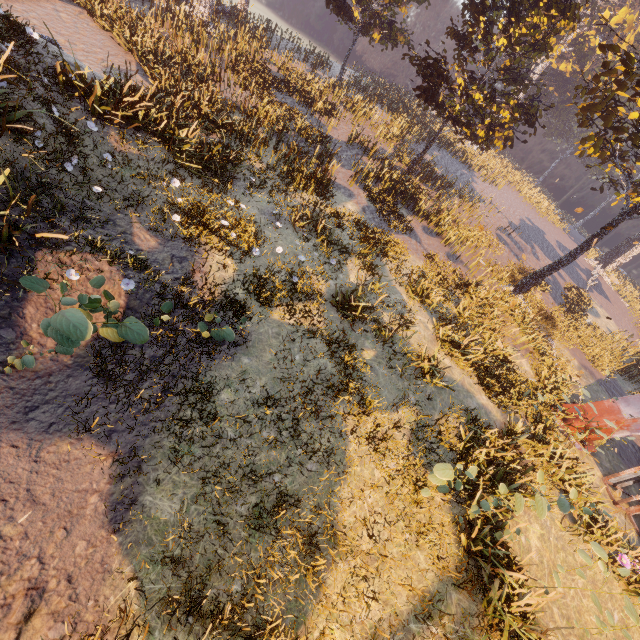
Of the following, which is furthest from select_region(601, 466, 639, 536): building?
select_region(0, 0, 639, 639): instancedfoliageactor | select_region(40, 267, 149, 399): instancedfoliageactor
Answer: select_region(40, 267, 149, 399): instancedfoliageactor

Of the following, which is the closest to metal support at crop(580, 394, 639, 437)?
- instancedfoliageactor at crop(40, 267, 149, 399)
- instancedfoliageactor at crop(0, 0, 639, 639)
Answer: instancedfoliageactor at crop(0, 0, 639, 639)

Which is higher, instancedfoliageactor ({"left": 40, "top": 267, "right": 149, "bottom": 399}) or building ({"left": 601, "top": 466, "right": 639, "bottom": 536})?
instancedfoliageactor ({"left": 40, "top": 267, "right": 149, "bottom": 399})

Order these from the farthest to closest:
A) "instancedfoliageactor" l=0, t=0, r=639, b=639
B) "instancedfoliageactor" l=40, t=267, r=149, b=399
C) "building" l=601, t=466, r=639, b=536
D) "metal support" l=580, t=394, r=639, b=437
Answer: "metal support" l=580, t=394, r=639, b=437
"building" l=601, t=466, r=639, b=536
"instancedfoliageactor" l=0, t=0, r=639, b=639
"instancedfoliageactor" l=40, t=267, r=149, b=399

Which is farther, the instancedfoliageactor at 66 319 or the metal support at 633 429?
the metal support at 633 429

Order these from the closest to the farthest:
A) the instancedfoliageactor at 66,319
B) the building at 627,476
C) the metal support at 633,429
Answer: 1. the instancedfoliageactor at 66,319
2. the building at 627,476
3. the metal support at 633,429

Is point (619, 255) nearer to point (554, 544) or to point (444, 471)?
point (554, 544)
